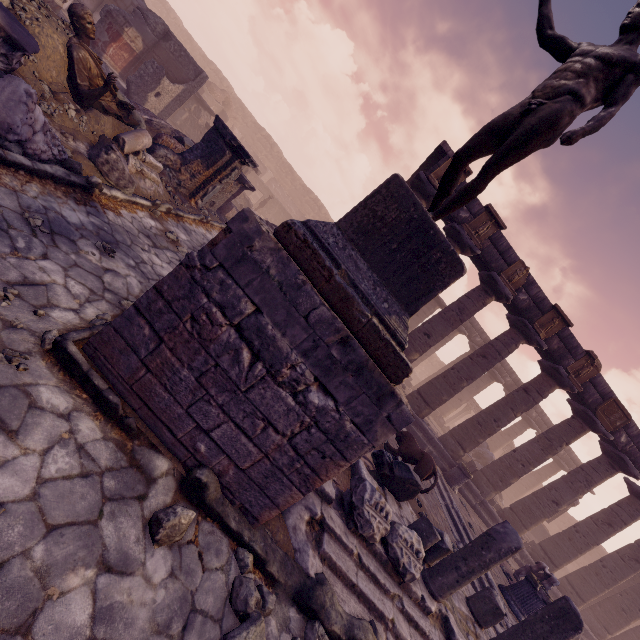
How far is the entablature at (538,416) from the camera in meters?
23.3

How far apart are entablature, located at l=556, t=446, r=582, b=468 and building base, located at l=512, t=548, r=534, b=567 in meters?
5.3

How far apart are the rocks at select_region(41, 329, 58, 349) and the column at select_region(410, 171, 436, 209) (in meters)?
9.62

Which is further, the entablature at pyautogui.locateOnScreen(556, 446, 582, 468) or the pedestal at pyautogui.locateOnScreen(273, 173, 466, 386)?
the entablature at pyautogui.locateOnScreen(556, 446, 582, 468)

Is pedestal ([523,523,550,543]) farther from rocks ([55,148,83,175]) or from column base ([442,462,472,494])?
rocks ([55,148,83,175])

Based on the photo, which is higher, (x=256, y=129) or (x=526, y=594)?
(x=256, y=129)

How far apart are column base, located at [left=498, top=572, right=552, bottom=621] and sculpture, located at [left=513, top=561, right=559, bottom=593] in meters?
2.6

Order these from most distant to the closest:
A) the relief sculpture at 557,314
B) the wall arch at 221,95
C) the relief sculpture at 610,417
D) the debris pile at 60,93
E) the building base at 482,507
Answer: the wall arch at 221,95 → the building base at 482,507 → the relief sculpture at 610,417 → the relief sculpture at 557,314 → the debris pile at 60,93
